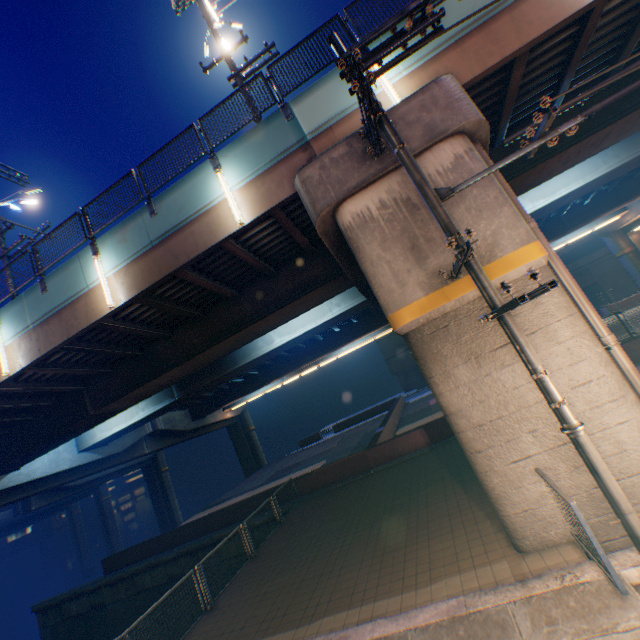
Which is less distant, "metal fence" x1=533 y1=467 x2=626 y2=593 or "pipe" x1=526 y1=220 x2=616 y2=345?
"metal fence" x1=533 y1=467 x2=626 y2=593

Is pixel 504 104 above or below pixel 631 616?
above

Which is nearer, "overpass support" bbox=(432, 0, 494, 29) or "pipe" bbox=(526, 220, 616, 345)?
"pipe" bbox=(526, 220, 616, 345)

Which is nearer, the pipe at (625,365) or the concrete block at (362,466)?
the pipe at (625,365)

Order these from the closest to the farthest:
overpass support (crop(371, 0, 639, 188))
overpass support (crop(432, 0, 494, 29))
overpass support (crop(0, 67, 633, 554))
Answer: overpass support (crop(0, 67, 633, 554)), overpass support (crop(371, 0, 639, 188)), overpass support (crop(432, 0, 494, 29))

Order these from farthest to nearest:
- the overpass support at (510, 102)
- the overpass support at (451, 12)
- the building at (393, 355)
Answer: the building at (393, 355) < the overpass support at (451, 12) < the overpass support at (510, 102)

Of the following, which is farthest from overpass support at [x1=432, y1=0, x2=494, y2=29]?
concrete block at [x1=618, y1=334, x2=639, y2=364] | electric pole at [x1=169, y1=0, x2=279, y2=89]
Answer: electric pole at [x1=169, y1=0, x2=279, y2=89]

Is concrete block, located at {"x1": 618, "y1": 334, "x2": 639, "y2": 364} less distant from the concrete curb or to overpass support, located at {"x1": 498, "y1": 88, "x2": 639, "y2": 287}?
overpass support, located at {"x1": 498, "y1": 88, "x2": 639, "y2": 287}
